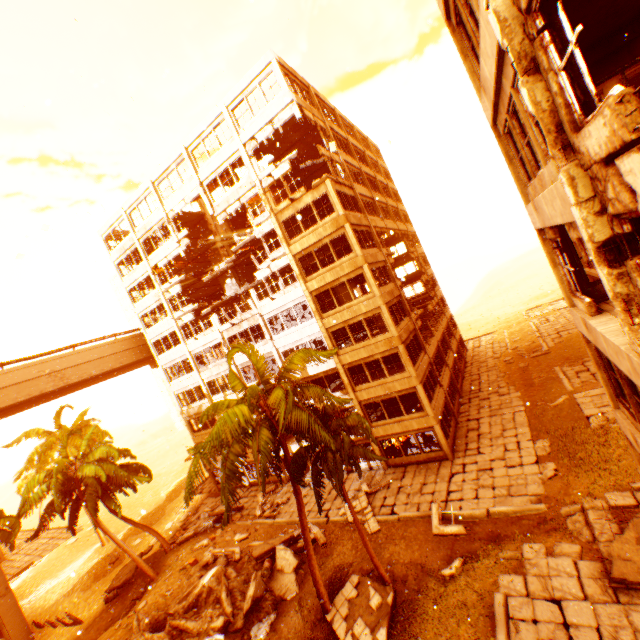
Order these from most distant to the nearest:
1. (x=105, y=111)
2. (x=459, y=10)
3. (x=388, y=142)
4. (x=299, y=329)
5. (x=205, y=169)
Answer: (x=205, y=169)
(x=299, y=329)
(x=388, y=142)
(x=105, y=111)
(x=459, y=10)

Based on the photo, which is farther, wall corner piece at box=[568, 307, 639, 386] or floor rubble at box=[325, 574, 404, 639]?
floor rubble at box=[325, 574, 404, 639]

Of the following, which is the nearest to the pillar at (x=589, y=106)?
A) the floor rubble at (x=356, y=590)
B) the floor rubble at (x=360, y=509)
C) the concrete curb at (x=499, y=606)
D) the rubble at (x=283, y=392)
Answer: the rubble at (x=283, y=392)

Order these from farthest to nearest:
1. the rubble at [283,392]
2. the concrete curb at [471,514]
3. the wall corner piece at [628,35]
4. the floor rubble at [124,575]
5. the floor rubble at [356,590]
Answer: the floor rubble at [124,575], the concrete curb at [471,514], the floor rubble at [356,590], the rubble at [283,392], the wall corner piece at [628,35]

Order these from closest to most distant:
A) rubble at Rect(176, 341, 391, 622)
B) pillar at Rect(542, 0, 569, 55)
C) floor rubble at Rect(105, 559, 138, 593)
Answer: pillar at Rect(542, 0, 569, 55) → rubble at Rect(176, 341, 391, 622) → floor rubble at Rect(105, 559, 138, 593)

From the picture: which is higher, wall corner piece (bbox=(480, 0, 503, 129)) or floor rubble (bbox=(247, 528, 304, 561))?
wall corner piece (bbox=(480, 0, 503, 129))

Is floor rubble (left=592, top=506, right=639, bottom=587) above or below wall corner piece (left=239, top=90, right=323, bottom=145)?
below

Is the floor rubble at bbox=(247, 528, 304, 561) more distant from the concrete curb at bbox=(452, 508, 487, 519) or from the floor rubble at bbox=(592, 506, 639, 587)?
the floor rubble at bbox=(592, 506, 639, 587)
